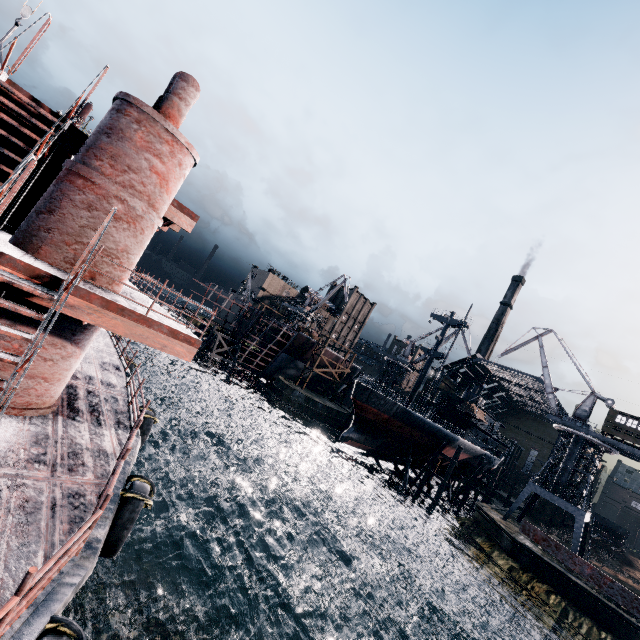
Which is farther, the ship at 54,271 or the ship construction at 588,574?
the ship at 54,271

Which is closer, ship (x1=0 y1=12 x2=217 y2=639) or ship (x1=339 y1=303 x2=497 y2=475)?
ship (x1=0 y1=12 x2=217 y2=639)

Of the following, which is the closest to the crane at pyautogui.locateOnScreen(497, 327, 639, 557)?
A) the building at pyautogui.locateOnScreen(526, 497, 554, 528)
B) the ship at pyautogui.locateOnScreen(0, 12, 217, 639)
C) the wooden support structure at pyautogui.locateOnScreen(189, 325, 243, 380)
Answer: the wooden support structure at pyautogui.locateOnScreen(189, 325, 243, 380)

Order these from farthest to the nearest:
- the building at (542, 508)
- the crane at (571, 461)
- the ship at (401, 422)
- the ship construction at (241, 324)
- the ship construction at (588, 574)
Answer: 1. the ship construction at (241, 324)
2. the building at (542, 508)
3. the ship at (401, 422)
4. the crane at (571, 461)
5. the ship construction at (588, 574)

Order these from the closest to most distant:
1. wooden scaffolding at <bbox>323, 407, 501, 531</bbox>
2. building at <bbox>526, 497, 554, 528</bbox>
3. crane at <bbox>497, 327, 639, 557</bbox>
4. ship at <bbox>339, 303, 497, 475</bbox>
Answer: crane at <bbox>497, 327, 639, 557</bbox> → ship at <bbox>339, 303, 497, 475</bbox> → wooden scaffolding at <bbox>323, 407, 501, 531</bbox> → building at <bbox>526, 497, 554, 528</bbox>

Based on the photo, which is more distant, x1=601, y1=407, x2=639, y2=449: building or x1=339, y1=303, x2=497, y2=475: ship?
x1=339, y1=303, x2=497, y2=475: ship

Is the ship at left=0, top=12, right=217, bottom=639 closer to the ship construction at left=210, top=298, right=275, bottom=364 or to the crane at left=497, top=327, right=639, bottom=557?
the ship construction at left=210, top=298, right=275, bottom=364

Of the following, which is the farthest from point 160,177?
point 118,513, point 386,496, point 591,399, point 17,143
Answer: point 591,399
